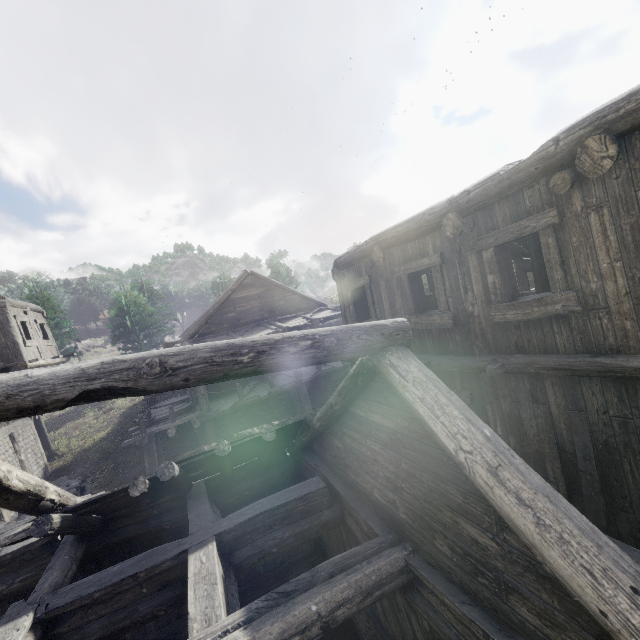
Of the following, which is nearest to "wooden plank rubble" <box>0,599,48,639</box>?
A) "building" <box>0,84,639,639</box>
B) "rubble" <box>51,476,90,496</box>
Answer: "building" <box>0,84,639,639</box>

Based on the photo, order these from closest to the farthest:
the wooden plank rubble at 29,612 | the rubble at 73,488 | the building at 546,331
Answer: the building at 546,331 → the wooden plank rubble at 29,612 → the rubble at 73,488

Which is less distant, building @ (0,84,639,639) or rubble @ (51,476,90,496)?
building @ (0,84,639,639)

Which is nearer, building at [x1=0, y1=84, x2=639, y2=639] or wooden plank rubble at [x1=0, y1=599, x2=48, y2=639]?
building at [x1=0, y1=84, x2=639, y2=639]

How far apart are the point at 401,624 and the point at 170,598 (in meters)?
3.55

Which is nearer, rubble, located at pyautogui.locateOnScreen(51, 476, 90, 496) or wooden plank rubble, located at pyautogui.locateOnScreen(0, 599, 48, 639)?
wooden plank rubble, located at pyautogui.locateOnScreen(0, 599, 48, 639)

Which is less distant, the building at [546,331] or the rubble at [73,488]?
the building at [546,331]
